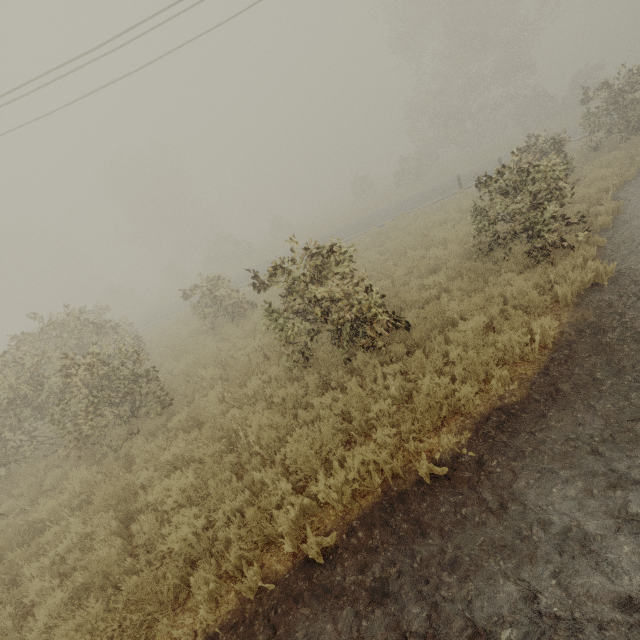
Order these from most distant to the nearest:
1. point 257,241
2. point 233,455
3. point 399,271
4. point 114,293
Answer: point 257,241, point 114,293, point 399,271, point 233,455
